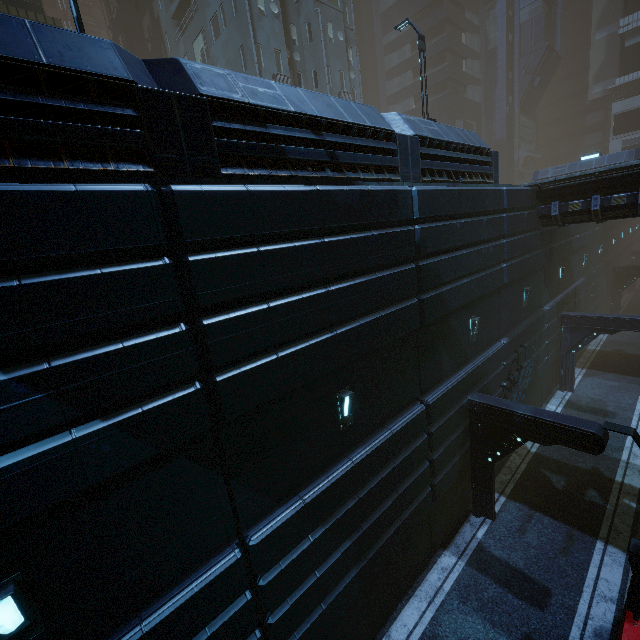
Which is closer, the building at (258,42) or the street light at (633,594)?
the building at (258,42)

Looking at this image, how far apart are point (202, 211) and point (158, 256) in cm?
89

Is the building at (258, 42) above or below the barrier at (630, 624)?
above

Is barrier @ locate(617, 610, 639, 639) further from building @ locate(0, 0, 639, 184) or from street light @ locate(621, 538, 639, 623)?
building @ locate(0, 0, 639, 184)

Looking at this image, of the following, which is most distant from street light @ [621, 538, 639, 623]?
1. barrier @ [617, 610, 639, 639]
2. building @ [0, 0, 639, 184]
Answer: building @ [0, 0, 639, 184]
